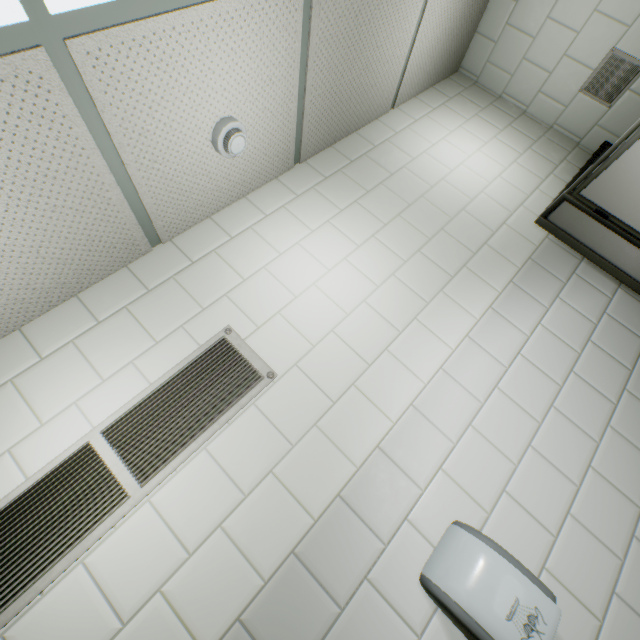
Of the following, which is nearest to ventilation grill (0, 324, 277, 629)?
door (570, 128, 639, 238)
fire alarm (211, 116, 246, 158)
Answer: fire alarm (211, 116, 246, 158)

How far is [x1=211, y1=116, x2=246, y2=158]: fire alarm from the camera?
1.4m

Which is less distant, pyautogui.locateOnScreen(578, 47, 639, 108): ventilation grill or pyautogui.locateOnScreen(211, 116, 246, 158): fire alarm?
pyautogui.locateOnScreen(211, 116, 246, 158): fire alarm

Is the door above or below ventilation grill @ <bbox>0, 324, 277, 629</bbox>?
below

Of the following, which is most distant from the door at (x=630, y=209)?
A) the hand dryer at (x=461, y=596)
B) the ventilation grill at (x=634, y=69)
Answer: the hand dryer at (x=461, y=596)

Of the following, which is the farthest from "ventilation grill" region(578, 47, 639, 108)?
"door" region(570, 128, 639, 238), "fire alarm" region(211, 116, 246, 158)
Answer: "fire alarm" region(211, 116, 246, 158)

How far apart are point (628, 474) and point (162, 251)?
2.4 meters

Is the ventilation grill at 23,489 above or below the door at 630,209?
above
